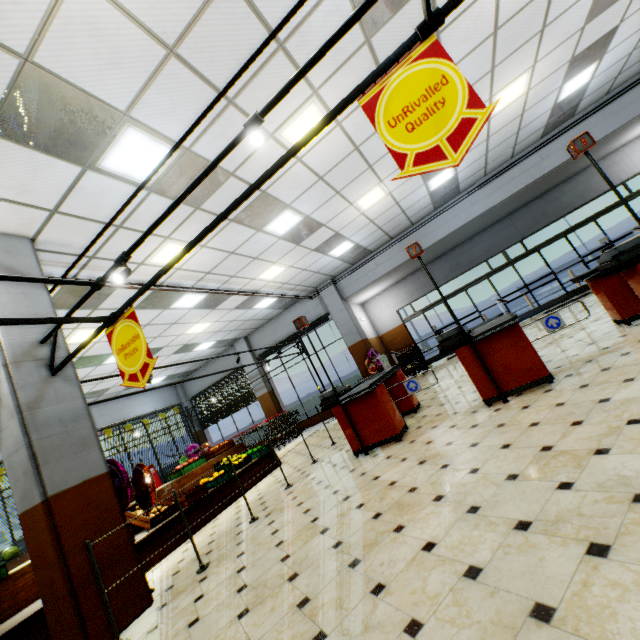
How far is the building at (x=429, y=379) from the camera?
9.15m

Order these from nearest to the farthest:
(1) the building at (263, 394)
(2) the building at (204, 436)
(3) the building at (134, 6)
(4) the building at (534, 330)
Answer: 1. (3) the building at (134, 6)
2. (4) the building at (534, 330)
3. (1) the building at (263, 394)
4. (2) the building at (204, 436)

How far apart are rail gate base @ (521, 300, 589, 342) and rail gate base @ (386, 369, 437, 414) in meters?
1.2 m

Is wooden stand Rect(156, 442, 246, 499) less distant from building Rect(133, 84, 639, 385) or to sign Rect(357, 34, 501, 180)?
building Rect(133, 84, 639, 385)

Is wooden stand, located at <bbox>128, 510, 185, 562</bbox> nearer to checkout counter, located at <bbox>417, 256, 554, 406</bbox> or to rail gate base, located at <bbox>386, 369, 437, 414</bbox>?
checkout counter, located at <bbox>417, 256, 554, 406</bbox>

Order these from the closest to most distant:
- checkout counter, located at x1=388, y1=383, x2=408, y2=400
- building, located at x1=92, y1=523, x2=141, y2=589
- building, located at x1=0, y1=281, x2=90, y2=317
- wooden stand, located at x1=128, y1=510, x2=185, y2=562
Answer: building, located at x1=92, y1=523, x2=141, y2=589
building, located at x1=0, y1=281, x2=90, y2=317
wooden stand, located at x1=128, y1=510, x2=185, y2=562
checkout counter, located at x1=388, y1=383, x2=408, y2=400

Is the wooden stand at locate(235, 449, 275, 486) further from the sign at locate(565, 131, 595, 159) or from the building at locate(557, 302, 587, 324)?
the sign at locate(565, 131, 595, 159)

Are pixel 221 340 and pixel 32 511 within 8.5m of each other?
no
